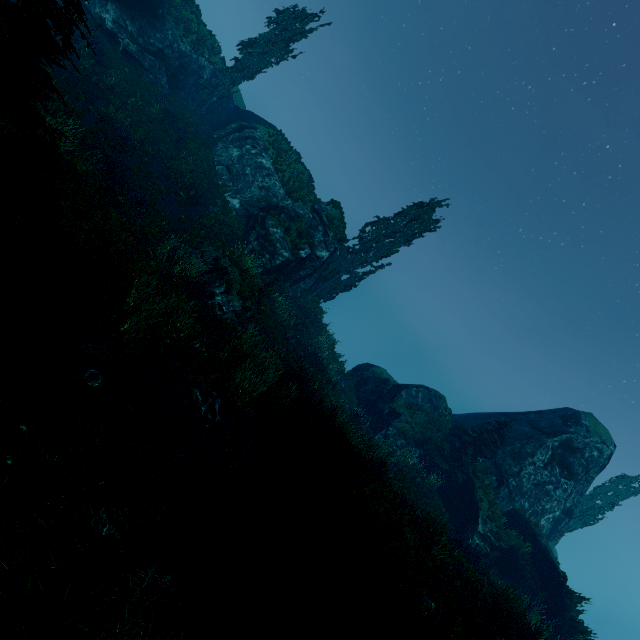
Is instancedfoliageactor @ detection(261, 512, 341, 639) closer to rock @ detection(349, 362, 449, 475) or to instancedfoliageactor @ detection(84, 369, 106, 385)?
rock @ detection(349, 362, 449, 475)

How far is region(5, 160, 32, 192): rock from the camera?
7.7m

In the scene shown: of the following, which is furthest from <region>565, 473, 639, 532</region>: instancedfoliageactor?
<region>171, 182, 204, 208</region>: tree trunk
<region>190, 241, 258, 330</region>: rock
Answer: <region>171, 182, 204, 208</region>: tree trunk

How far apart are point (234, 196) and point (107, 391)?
19.6m

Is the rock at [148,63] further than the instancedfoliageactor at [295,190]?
No

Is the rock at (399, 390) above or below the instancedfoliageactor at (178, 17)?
below

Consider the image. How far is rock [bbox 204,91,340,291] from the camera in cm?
2072

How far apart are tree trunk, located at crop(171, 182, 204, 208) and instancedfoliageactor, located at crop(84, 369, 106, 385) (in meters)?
13.43
